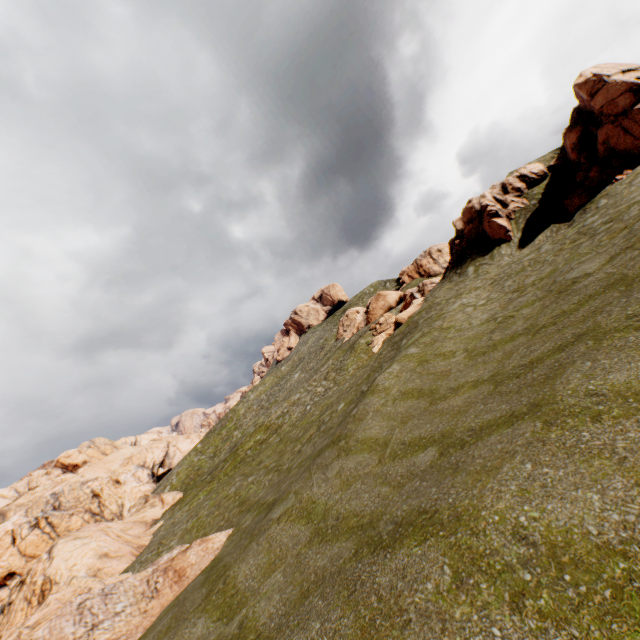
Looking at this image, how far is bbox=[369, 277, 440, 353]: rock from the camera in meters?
31.5

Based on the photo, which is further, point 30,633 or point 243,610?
point 30,633

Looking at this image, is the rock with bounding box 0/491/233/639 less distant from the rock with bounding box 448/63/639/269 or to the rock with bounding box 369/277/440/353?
the rock with bounding box 448/63/639/269

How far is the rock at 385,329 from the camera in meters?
31.5

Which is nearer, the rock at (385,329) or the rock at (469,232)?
the rock at (469,232)

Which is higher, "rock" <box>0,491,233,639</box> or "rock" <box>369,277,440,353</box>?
"rock" <box>369,277,440,353</box>

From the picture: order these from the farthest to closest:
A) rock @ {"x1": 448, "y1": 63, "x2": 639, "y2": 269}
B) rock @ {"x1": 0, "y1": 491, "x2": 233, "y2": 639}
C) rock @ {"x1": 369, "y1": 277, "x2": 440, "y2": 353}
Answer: rock @ {"x1": 369, "y1": 277, "x2": 440, "y2": 353} → rock @ {"x1": 448, "y1": 63, "x2": 639, "y2": 269} → rock @ {"x1": 0, "y1": 491, "x2": 233, "y2": 639}
